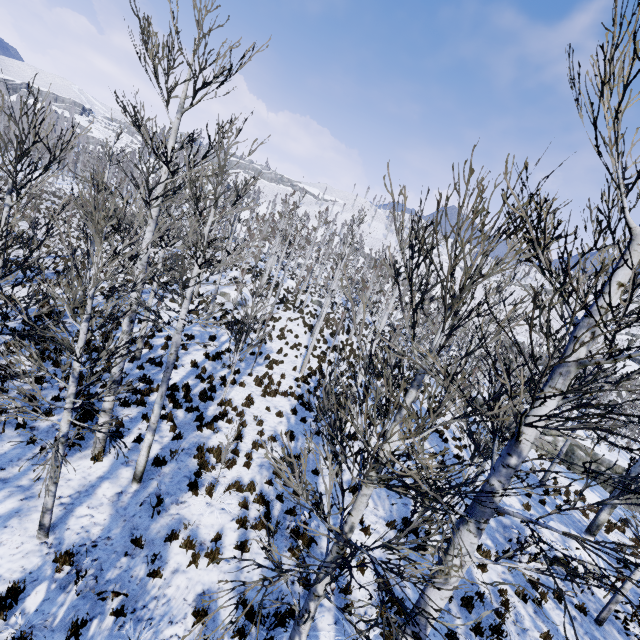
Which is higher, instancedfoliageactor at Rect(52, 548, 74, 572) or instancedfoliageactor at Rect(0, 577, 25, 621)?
instancedfoliageactor at Rect(52, 548, 74, 572)

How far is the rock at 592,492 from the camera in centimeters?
1772cm

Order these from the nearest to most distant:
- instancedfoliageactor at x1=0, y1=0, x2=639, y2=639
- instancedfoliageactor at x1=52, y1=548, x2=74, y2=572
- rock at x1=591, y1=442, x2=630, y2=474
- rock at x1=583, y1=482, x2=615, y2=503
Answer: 1. instancedfoliageactor at x1=0, y1=0, x2=639, y2=639
2. instancedfoliageactor at x1=52, y1=548, x2=74, y2=572
3. rock at x1=583, y1=482, x2=615, y2=503
4. rock at x1=591, y1=442, x2=630, y2=474

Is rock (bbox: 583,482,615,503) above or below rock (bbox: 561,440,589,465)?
above

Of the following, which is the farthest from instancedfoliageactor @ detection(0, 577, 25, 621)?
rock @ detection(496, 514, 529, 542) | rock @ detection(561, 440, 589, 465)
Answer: rock @ detection(496, 514, 529, 542)

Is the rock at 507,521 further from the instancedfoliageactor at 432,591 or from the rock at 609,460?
the rock at 609,460

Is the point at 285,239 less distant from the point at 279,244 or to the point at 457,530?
the point at 457,530
